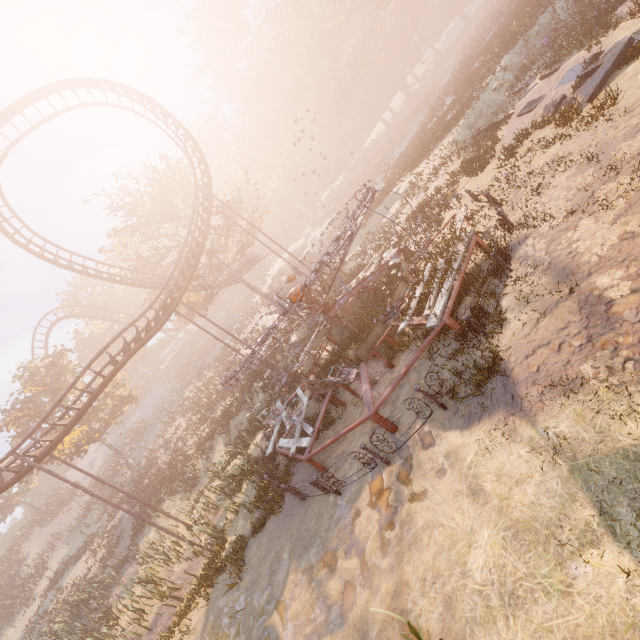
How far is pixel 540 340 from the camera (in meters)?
6.19

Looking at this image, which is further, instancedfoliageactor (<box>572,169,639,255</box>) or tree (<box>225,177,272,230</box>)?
tree (<box>225,177,272,230</box>)

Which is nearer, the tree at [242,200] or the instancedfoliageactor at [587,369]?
the instancedfoliageactor at [587,369]

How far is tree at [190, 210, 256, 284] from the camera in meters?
29.8

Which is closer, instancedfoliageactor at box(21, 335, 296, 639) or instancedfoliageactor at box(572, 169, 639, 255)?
instancedfoliageactor at box(572, 169, 639, 255)

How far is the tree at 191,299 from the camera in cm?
3083

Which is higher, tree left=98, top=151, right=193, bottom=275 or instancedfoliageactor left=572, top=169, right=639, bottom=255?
tree left=98, top=151, right=193, bottom=275

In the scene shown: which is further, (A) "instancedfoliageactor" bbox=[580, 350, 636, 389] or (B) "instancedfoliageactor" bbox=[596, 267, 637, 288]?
(B) "instancedfoliageactor" bbox=[596, 267, 637, 288]
